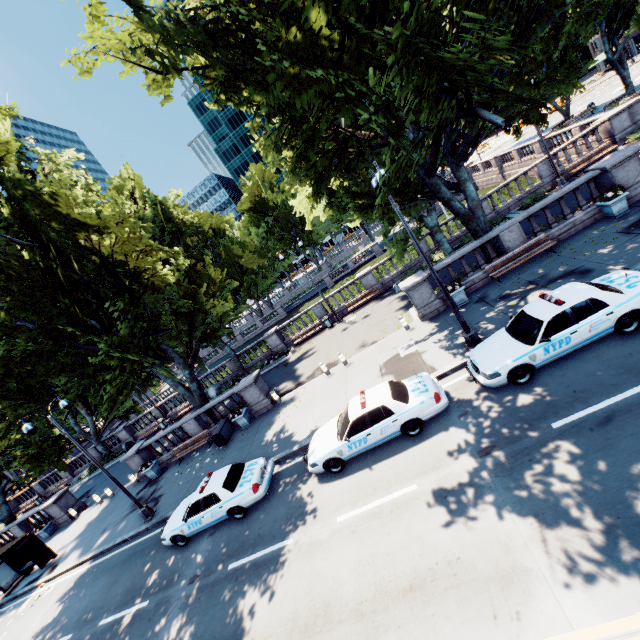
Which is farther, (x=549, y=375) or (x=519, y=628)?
(x=549, y=375)

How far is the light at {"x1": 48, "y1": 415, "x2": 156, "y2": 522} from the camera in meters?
15.0

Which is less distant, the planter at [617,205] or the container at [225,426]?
the planter at [617,205]

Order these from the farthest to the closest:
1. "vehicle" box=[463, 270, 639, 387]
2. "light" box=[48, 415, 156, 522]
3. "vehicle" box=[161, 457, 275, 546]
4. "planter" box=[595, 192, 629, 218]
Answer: "light" box=[48, 415, 156, 522], "planter" box=[595, 192, 629, 218], "vehicle" box=[161, 457, 275, 546], "vehicle" box=[463, 270, 639, 387]

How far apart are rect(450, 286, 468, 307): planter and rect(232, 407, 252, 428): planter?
13.0 meters

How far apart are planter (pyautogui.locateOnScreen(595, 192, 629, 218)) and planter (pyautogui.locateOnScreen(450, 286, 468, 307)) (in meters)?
6.58

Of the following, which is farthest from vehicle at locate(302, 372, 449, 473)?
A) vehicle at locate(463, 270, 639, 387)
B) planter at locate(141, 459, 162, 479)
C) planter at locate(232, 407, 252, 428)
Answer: planter at locate(141, 459, 162, 479)

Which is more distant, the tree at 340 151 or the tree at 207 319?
the tree at 207 319
